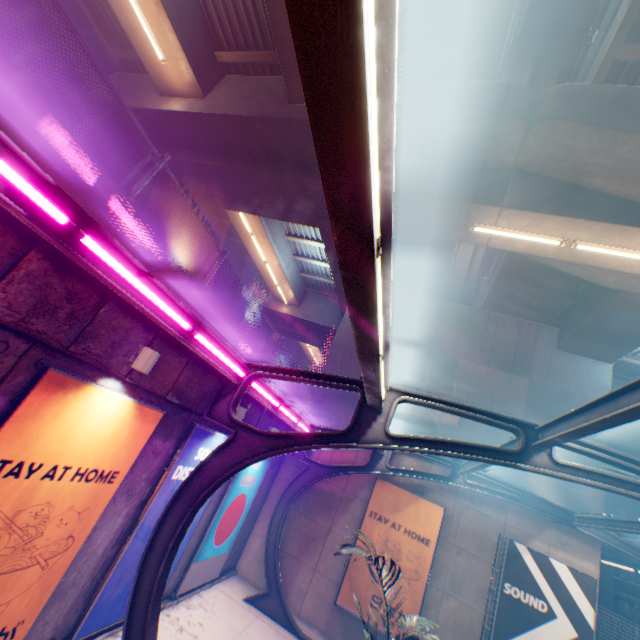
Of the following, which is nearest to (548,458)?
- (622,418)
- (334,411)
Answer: (622,418)

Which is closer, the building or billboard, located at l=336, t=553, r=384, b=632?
billboard, located at l=336, t=553, r=384, b=632

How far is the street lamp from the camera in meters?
5.4

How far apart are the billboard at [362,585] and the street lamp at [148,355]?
10.5m

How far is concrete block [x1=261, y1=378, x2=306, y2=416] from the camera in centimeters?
1125cm

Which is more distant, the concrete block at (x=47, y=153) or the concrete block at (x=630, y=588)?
the concrete block at (x=630, y=588)

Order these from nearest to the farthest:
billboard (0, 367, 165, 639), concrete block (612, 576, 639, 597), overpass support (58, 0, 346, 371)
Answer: billboard (0, 367, 165, 639) < overpass support (58, 0, 346, 371) < concrete block (612, 576, 639, 597)

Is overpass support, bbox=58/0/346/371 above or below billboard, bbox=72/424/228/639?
above
